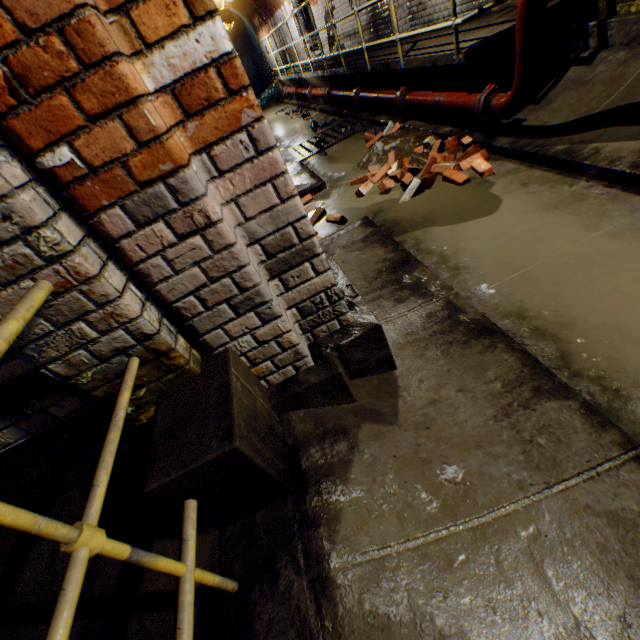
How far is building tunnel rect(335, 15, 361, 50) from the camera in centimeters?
825cm

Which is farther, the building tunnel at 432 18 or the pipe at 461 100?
the building tunnel at 432 18

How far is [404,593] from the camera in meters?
1.0

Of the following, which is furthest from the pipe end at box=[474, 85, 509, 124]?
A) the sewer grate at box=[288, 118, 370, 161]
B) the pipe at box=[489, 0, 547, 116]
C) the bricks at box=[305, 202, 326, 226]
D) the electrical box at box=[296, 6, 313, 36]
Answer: the electrical box at box=[296, 6, 313, 36]

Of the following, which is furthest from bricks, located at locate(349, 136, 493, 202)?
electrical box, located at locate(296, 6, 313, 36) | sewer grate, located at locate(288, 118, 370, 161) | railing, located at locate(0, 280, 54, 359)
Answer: electrical box, located at locate(296, 6, 313, 36)

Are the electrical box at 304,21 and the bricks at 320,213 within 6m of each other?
no

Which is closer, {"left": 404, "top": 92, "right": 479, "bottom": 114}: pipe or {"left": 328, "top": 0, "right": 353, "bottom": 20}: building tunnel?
{"left": 404, "top": 92, "right": 479, "bottom": 114}: pipe
